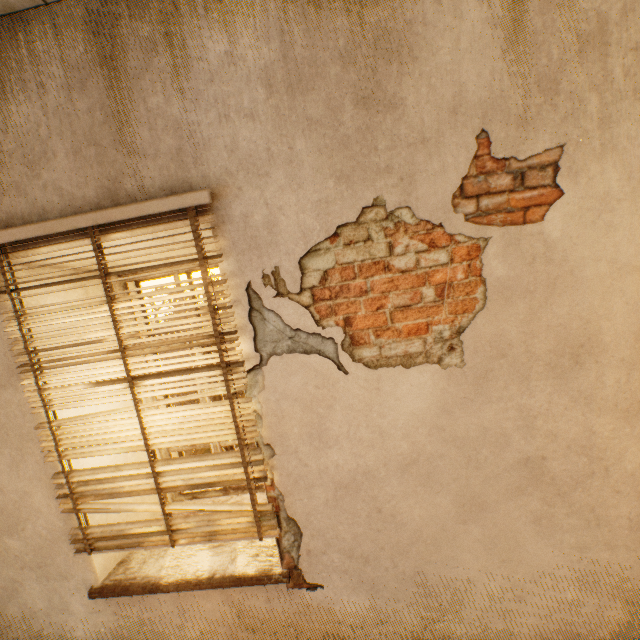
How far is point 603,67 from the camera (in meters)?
1.41
